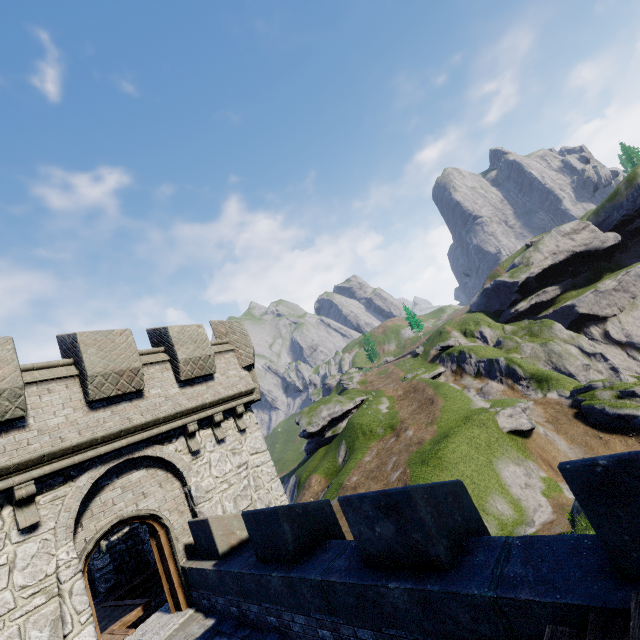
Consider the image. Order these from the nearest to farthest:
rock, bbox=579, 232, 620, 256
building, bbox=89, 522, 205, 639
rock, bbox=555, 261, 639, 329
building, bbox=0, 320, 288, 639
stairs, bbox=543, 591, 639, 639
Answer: stairs, bbox=543, 591, 639, 639 → building, bbox=0, 320, 288, 639 → building, bbox=89, 522, 205, 639 → rock, bbox=555, 261, 639, 329 → rock, bbox=579, 232, 620, 256

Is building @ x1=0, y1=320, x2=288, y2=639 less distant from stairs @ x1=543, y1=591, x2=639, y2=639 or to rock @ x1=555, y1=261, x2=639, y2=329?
stairs @ x1=543, y1=591, x2=639, y2=639

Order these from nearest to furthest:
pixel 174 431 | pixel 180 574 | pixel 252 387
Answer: pixel 180 574 < pixel 174 431 < pixel 252 387

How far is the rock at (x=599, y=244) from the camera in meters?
58.3 m

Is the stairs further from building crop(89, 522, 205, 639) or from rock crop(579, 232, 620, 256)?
rock crop(579, 232, 620, 256)

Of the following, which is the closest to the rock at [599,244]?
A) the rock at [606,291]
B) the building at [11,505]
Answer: the rock at [606,291]

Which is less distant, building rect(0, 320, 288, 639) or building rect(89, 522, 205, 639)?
building rect(0, 320, 288, 639)

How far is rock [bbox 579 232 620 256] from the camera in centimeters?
5828cm
